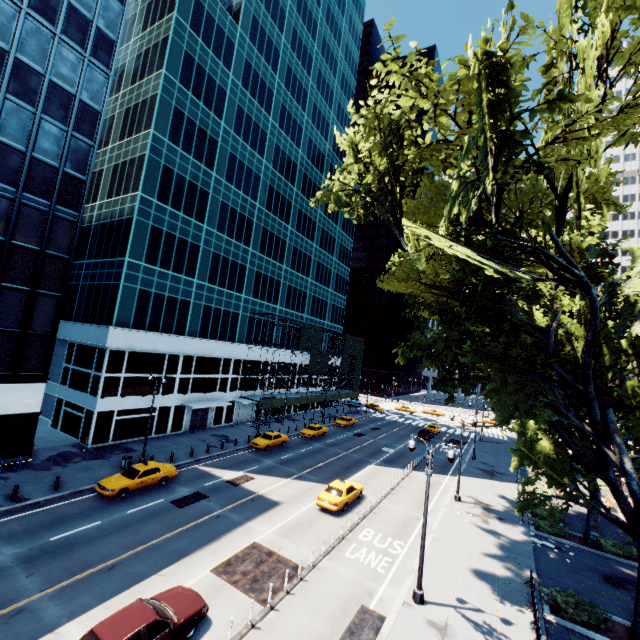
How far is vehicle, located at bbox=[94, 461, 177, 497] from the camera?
20.9m

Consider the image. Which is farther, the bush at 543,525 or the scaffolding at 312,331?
the scaffolding at 312,331

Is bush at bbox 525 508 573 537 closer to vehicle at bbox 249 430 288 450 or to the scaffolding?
vehicle at bbox 249 430 288 450

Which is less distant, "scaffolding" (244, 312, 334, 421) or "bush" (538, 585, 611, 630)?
"bush" (538, 585, 611, 630)

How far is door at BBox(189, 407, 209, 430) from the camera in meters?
38.3 m

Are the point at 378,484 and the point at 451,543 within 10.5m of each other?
yes

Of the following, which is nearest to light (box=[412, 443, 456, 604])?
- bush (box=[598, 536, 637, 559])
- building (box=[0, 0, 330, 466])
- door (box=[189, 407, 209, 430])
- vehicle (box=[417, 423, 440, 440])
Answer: bush (box=[598, 536, 637, 559])

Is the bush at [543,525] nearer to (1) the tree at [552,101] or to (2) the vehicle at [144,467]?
(1) the tree at [552,101]
